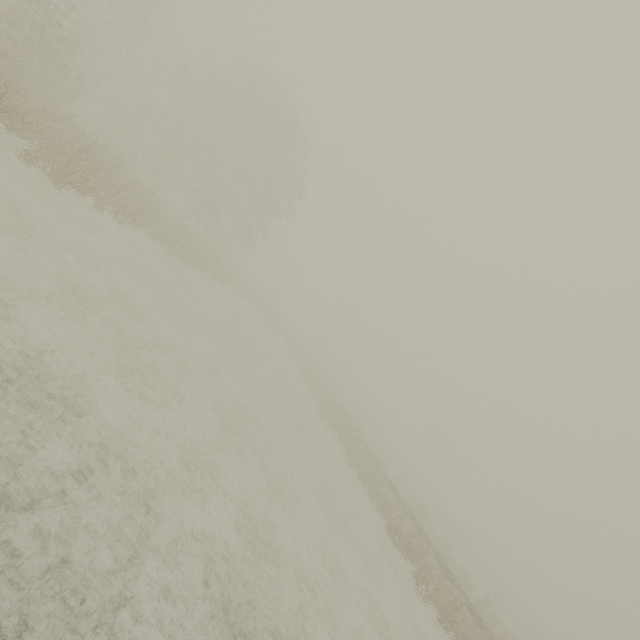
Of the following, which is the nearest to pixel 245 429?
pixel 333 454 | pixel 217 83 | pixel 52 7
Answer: pixel 333 454
